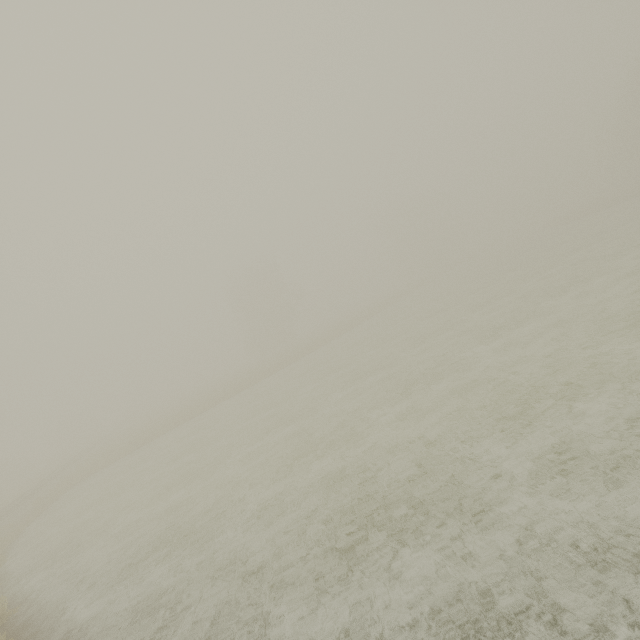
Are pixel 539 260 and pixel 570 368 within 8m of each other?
no
